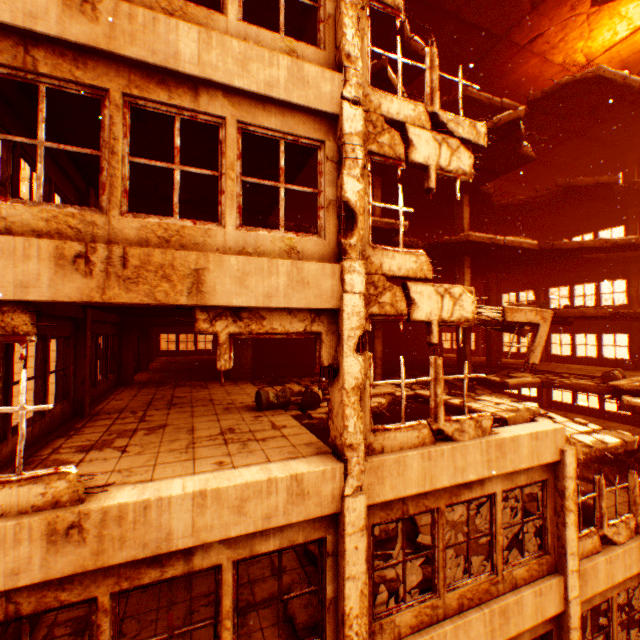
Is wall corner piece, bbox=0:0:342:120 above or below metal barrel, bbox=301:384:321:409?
above

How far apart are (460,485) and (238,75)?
7.4m

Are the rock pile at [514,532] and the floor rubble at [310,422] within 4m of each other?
yes

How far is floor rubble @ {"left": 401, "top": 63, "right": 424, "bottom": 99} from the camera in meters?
9.2

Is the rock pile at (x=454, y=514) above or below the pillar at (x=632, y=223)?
below

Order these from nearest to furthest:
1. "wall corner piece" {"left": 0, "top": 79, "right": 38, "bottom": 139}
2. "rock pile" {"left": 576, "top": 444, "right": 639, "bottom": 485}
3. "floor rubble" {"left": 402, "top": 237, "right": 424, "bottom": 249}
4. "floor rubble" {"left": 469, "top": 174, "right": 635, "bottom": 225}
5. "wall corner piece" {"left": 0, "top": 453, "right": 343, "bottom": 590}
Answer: "wall corner piece" {"left": 0, "top": 453, "right": 343, "bottom": 590}, "wall corner piece" {"left": 0, "top": 79, "right": 38, "bottom": 139}, "rock pile" {"left": 576, "top": 444, "right": 639, "bottom": 485}, "floor rubble" {"left": 402, "top": 237, "right": 424, "bottom": 249}, "floor rubble" {"left": 469, "top": 174, "right": 635, "bottom": 225}

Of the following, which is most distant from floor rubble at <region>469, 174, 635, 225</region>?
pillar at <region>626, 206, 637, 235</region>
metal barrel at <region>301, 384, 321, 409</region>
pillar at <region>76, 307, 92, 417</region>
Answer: pillar at <region>76, 307, 92, 417</region>

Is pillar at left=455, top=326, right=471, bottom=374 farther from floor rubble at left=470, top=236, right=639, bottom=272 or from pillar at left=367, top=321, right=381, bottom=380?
pillar at left=367, top=321, right=381, bottom=380
